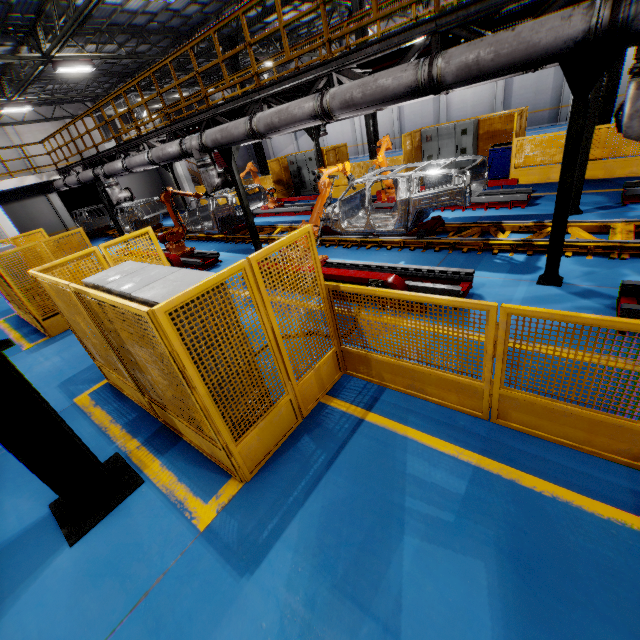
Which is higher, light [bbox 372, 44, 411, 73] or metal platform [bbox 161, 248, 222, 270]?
light [bbox 372, 44, 411, 73]

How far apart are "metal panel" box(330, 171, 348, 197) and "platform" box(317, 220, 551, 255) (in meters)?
4.56

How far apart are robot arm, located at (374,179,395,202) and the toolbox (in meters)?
Answer: 2.88

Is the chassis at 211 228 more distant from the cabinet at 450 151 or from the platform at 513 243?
the cabinet at 450 151

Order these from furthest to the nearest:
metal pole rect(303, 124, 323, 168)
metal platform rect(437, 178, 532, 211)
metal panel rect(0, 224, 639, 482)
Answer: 1. metal pole rect(303, 124, 323, 168)
2. metal platform rect(437, 178, 532, 211)
3. metal panel rect(0, 224, 639, 482)

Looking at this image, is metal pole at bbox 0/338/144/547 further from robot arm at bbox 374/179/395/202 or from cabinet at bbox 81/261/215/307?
robot arm at bbox 374/179/395/202

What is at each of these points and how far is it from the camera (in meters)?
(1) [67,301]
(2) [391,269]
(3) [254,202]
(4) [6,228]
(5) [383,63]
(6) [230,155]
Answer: (1) metal panel, 4.35
(2) metal platform, 6.93
(3) chassis, 13.31
(4) cement column, 15.88
(5) light, 6.52
(6) metal pole, 8.69

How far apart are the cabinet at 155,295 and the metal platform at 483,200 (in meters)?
9.14
